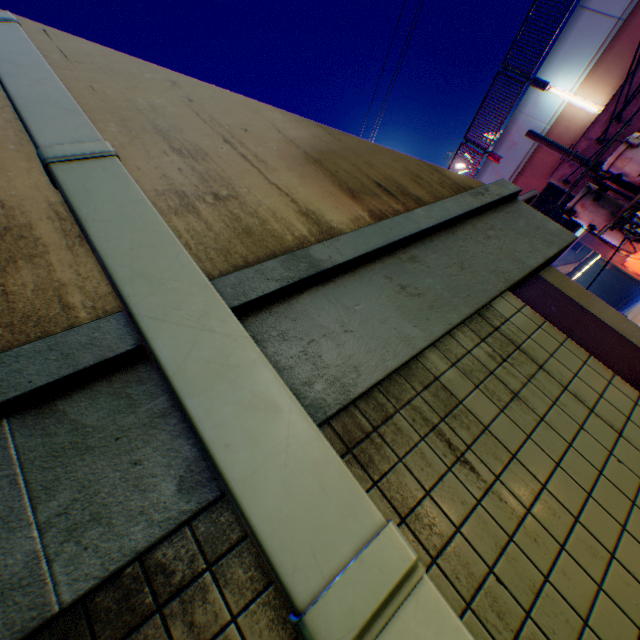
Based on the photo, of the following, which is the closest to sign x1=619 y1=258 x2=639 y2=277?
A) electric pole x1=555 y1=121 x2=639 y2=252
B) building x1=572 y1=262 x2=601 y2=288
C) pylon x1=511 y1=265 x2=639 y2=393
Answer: electric pole x1=555 y1=121 x2=639 y2=252

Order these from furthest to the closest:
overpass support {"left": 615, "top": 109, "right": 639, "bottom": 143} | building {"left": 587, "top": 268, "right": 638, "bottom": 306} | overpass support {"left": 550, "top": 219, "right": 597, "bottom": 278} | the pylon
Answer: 1. building {"left": 587, "top": 268, "right": 638, "bottom": 306}
2. overpass support {"left": 550, "top": 219, "right": 597, "bottom": 278}
3. overpass support {"left": 615, "top": 109, "right": 639, "bottom": 143}
4. the pylon

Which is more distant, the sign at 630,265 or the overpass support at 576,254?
the sign at 630,265

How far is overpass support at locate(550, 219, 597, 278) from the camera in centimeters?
1484cm

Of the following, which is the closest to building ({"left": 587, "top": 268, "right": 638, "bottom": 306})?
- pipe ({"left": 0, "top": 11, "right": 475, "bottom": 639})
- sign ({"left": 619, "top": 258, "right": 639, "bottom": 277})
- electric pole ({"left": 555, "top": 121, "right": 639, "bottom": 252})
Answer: sign ({"left": 619, "top": 258, "right": 639, "bottom": 277})

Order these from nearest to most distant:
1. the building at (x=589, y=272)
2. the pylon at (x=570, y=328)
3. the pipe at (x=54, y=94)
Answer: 1. the pipe at (x=54, y=94)
2. the pylon at (x=570, y=328)
3. the building at (x=589, y=272)

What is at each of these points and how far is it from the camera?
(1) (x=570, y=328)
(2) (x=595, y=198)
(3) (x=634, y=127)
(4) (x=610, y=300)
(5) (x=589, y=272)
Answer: (1) pylon, 2.54m
(2) electric pole, 7.84m
(3) overpass support, 9.11m
(4) building, 46.84m
(5) building, 47.59m
